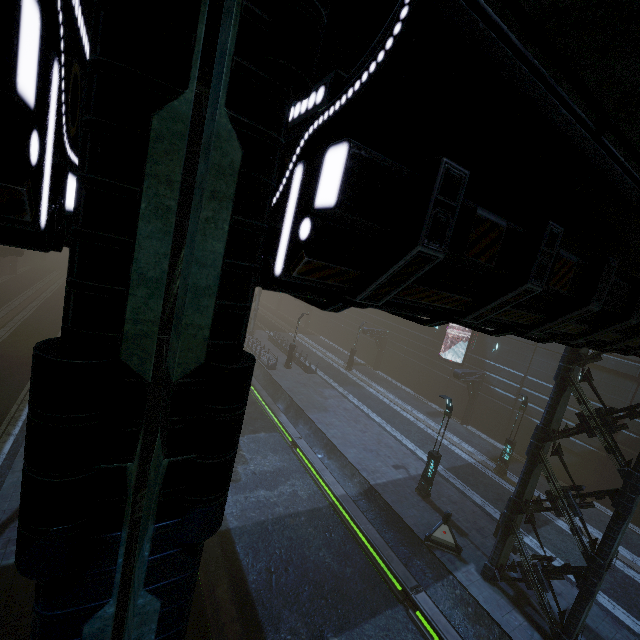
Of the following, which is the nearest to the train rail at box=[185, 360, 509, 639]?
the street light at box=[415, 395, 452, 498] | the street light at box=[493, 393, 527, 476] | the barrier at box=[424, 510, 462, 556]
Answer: the barrier at box=[424, 510, 462, 556]

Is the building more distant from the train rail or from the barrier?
the barrier

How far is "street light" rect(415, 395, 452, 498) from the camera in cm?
1602

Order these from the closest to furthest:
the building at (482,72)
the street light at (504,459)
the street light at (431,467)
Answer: the building at (482,72)
the street light at (431,467)
the street light at (504,459)

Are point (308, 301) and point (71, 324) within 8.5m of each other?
yes

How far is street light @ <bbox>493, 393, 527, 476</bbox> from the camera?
20.06m

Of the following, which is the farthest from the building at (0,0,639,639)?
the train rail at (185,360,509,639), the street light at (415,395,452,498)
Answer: the street light at (415,395,452,498)

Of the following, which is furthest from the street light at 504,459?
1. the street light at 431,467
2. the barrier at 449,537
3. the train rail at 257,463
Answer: the train rail at 257,463
